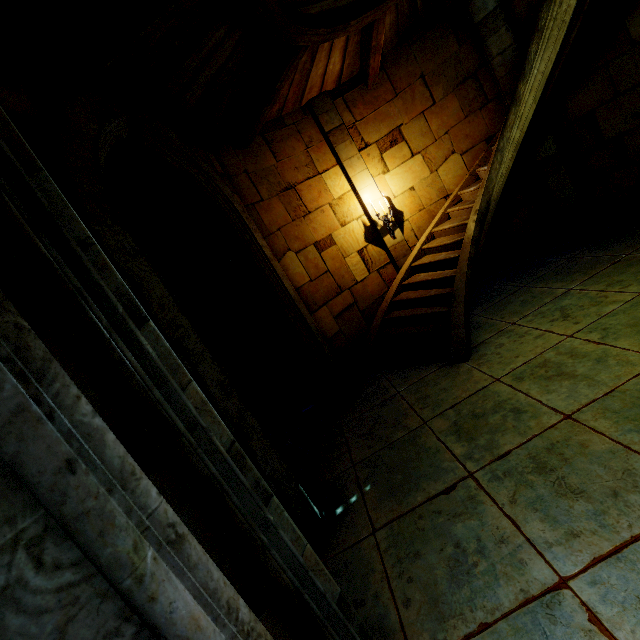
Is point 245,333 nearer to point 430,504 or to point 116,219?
point 116,219

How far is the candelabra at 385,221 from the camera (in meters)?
7.35

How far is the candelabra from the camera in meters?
7.4
